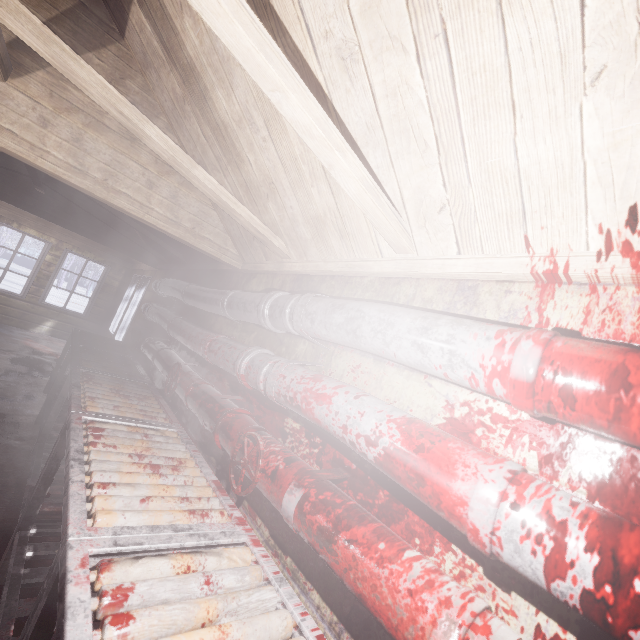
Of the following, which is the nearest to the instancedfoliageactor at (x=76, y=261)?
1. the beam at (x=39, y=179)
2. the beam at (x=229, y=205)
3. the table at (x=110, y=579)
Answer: the beam at (x=39, y=179)

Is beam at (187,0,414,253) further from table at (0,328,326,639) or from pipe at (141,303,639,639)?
table at (0,328,326,639)

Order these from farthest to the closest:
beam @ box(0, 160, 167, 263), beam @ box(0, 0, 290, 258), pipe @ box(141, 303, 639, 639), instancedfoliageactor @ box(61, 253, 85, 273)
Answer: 1. instancedfoliageactor @ box(61, 253, 85, 273)
2. beam @ box(0, 160, 167, 263)
3. beam @ box(0, 0, 290, 258)
4. pipe @ box(141, 303, 639, 639)

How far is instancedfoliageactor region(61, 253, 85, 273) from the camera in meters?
21.7

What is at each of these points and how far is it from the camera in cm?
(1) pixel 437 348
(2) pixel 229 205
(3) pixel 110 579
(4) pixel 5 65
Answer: (1) pipe, 91
(2) beam, 171
(3) table, 82
(4) beam, 157

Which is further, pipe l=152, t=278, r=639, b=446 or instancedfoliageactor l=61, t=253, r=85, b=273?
instancedfoliageactor l=61, t=253, r=85, b=273

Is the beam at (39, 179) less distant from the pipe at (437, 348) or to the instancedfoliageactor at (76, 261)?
the pipe at (437, 348)

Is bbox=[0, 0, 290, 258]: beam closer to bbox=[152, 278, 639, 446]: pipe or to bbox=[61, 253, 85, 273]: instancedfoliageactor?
bbox=[152, 278, 639, 446]: pipe
